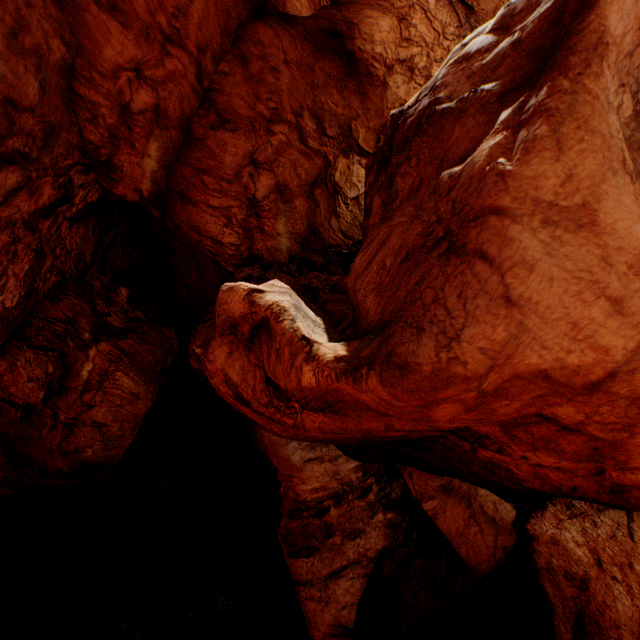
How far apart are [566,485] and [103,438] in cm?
1502
